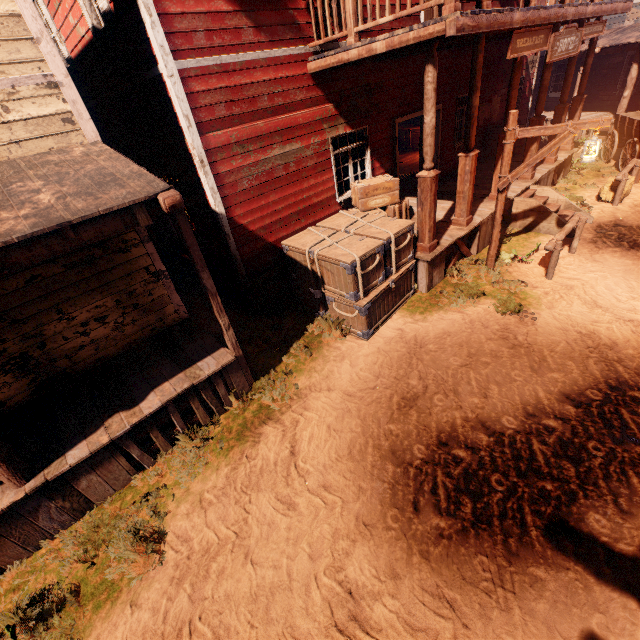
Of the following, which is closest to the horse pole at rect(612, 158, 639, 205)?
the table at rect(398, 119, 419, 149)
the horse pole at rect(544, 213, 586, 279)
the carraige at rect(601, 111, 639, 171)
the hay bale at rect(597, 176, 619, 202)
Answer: the hay bale at rect(597, 176, 619, 202)

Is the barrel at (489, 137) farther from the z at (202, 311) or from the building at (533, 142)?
the z at (202, 311)

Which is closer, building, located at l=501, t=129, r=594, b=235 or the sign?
the sign

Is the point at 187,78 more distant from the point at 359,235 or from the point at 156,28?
the point at 359,235

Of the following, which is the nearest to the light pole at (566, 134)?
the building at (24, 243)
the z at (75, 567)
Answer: the z at (75, 567)

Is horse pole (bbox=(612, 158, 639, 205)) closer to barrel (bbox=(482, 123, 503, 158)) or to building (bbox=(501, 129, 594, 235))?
building (bbox=(501, 129, 594, 235))

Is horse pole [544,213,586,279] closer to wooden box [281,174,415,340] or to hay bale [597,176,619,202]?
wooden box [281,174,415,340]

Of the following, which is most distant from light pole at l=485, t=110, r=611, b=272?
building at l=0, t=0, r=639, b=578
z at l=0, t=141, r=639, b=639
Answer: building at l=0, t=0, r=639, b=578
